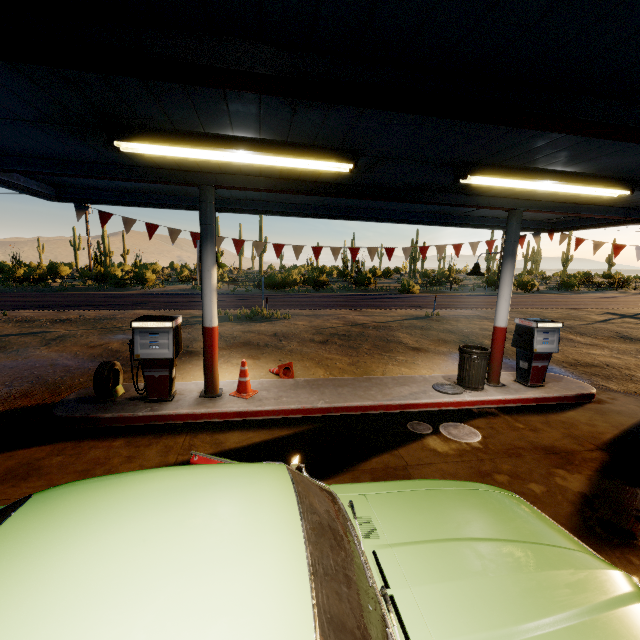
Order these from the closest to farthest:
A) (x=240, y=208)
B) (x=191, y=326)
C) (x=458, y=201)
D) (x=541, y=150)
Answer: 1. (x=541, y=150)
2. (x=458, y=201)
3. (x=240, y=208)
4. (x=191, y=326)

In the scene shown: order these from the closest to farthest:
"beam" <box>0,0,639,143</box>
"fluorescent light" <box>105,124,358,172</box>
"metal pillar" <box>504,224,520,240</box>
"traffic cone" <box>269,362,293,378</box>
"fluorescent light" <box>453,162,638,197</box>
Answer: "beam" <box>0,0,639,143</box>, "fluorescent light" <box>105,124,358,172</box>, "fluorescent light" <box>453,162,638,197</box>, "metal pillar" <box>504,224,520,240</box>, "traffic cone" <box>269,362,293,378</box>

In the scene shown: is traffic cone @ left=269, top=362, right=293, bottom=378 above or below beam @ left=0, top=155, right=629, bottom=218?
below

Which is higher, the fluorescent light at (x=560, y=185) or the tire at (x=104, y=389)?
the fluorescent light at (x=560, y=185)

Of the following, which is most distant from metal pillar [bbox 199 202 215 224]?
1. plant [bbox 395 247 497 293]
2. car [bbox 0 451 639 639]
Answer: plant [bbox 395 247 497 293]

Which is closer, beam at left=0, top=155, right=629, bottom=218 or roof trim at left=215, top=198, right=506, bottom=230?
beam at left=0, top=155, right=629, bottom=218

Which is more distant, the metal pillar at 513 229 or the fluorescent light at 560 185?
the metal pillar at 513 229

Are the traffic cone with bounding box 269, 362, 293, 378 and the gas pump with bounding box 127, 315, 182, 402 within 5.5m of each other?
yes
